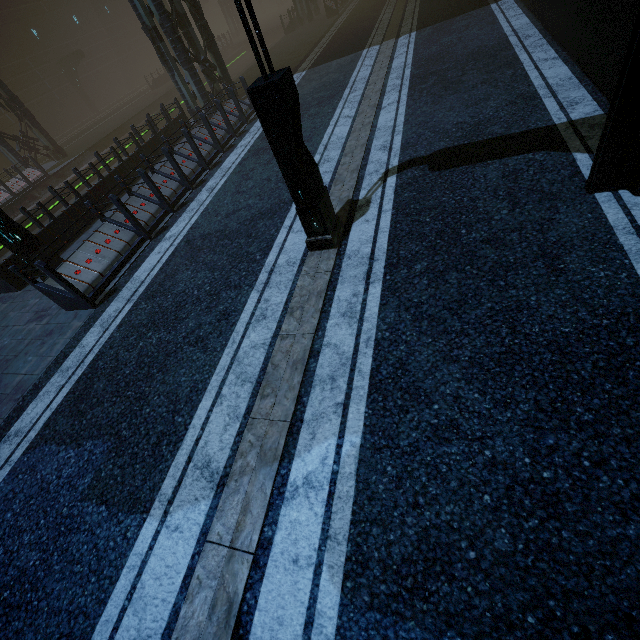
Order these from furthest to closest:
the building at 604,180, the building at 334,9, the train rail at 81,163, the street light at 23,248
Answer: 1. the building at 334,9
2. the train rail at 81,163
3. the street light at 23,248
4. the building at 604,180

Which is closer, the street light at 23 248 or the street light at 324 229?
the street light at 324 229

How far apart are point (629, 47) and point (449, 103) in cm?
511

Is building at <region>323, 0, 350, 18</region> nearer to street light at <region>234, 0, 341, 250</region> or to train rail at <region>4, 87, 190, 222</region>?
train rail at <region>4, 87, 190, 222</region>

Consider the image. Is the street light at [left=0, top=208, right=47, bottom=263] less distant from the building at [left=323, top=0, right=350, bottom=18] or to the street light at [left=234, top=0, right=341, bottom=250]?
the building at [left=323, top=0, right=350, bottom=18]

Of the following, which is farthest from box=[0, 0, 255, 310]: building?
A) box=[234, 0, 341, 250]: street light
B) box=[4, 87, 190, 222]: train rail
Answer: box=[234, 0, 341, 250]: street light

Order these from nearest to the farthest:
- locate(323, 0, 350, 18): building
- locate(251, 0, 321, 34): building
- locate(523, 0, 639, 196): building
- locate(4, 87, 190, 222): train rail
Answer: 1. locate(523, 0, 639, 196): building
2. locate(4, 87, 190, 222): train rail
3. locate(323, 0, 350, 18): building
4. locate(251, 0, 321, 34): building

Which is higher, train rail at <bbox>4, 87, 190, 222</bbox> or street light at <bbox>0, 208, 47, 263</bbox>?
street light at <bbox>0, 208, 47, 263</bbox>
